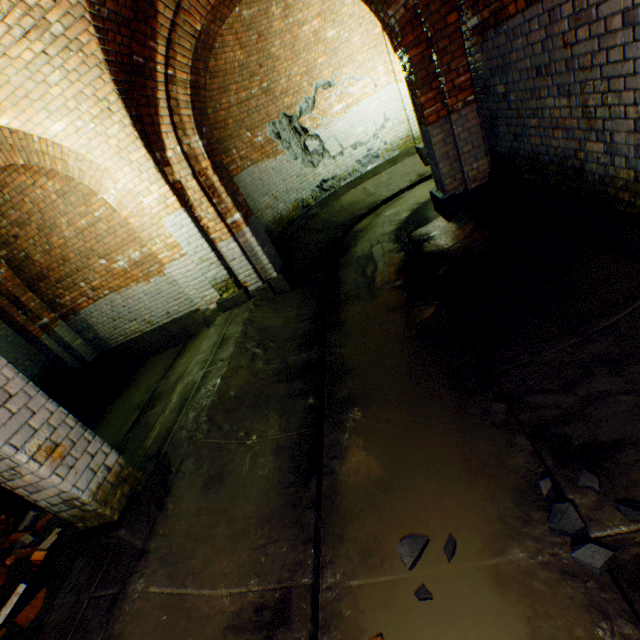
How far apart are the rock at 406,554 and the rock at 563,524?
0.7 meters

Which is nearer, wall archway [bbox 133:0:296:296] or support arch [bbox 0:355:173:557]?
support arch [bbox 0:355:173:557]

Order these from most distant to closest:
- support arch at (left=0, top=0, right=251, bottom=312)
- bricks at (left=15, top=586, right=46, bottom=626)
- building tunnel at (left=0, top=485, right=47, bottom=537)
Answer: building tunnel at (left=0, top=485, right=47, bottom=537) → support arch at (left=0, top=0, right=251, bottom=312) → bricks at (left=15, top=586, right=46, bottom=626)

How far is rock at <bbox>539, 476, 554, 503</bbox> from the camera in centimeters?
189cm

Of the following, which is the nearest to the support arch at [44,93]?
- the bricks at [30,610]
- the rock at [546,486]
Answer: the bricks at [30,610]

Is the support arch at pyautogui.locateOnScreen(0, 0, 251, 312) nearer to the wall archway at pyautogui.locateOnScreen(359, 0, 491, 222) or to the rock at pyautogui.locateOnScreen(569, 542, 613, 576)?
the wall archway at pyautogui.locateOnScreen(359, 0, 491, 222)

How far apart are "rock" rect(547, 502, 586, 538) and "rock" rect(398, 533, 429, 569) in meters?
0.7

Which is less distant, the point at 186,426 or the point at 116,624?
the point at 116,624
